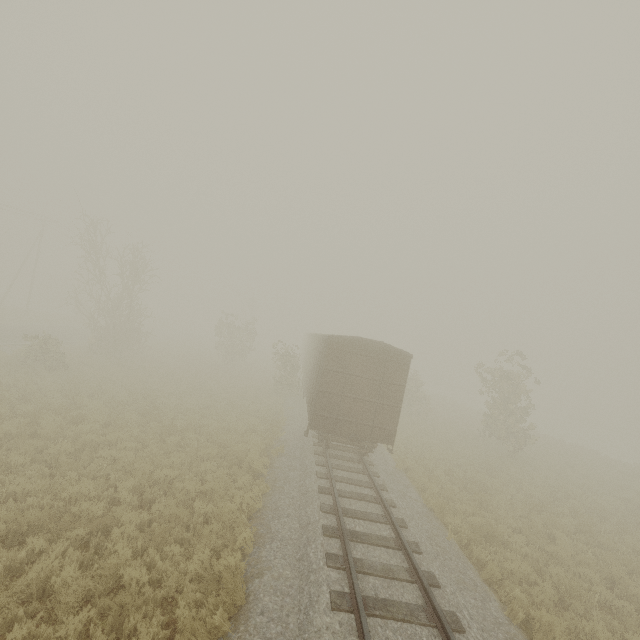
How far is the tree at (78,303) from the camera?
23.3 meters

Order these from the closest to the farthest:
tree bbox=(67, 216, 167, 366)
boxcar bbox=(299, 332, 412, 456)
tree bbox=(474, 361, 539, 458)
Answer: boxcar bbox=(299, 332, 412, 456) < tree bbox=(474, 361, 539, 458) < tree bbox=(67, 216, 167, 366)

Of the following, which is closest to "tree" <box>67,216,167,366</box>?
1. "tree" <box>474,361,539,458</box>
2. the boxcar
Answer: "tree" <box>474,361,539,458</box>

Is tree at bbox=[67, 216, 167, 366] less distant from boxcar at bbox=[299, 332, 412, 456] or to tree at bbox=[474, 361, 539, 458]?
tree at bbox=[474, 361, 539, 458]

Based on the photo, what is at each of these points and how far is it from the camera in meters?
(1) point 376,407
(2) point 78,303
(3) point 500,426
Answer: (1) boxcar, 12.5
(2) tree, 44.9
(3) tree, 20.8

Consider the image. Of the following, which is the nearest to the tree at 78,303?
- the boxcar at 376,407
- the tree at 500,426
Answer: the tree at 500,426

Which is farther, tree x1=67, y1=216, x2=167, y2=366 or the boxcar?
tree x1=67, y1=216, x2=167, y2=366
